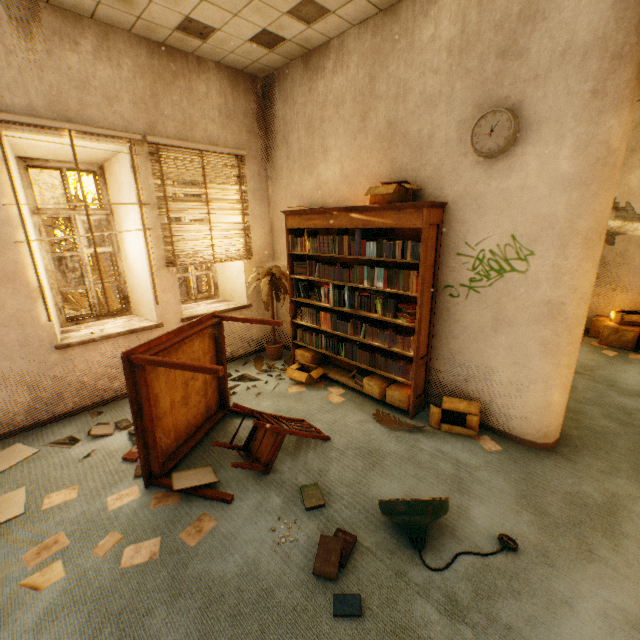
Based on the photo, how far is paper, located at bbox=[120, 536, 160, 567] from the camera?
2.05m

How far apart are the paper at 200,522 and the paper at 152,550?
0.2 meters

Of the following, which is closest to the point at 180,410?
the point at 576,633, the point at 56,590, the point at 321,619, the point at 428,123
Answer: the point at 56,590

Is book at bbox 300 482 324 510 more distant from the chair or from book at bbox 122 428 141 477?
book at bbox 122 428 141 477

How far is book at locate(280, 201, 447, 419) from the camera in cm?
311

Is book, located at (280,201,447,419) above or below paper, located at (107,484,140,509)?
above

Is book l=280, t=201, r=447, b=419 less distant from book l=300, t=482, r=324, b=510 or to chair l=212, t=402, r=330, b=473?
chair l=212, t=402, r=330, b=473

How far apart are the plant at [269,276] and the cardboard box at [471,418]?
2.5 meters
